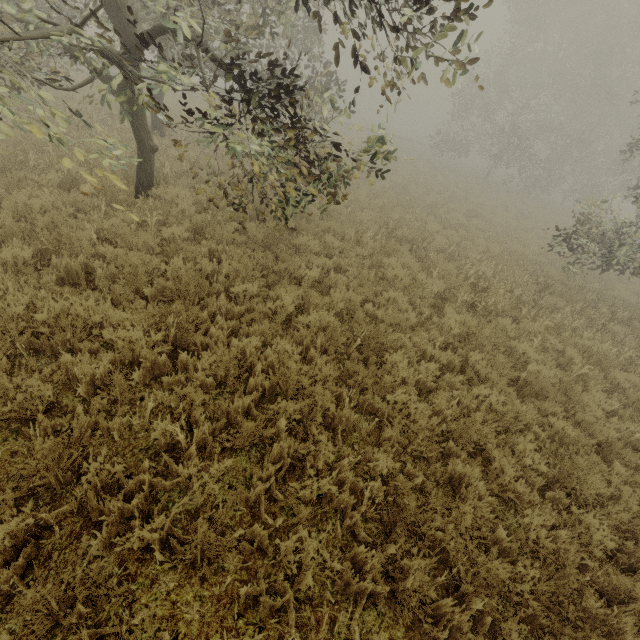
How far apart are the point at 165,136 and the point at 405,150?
27.06m

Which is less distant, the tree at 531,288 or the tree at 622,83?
the tree at 622,83

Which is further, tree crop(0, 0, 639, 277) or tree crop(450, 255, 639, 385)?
tree crop(450, 255, 639, 385)
